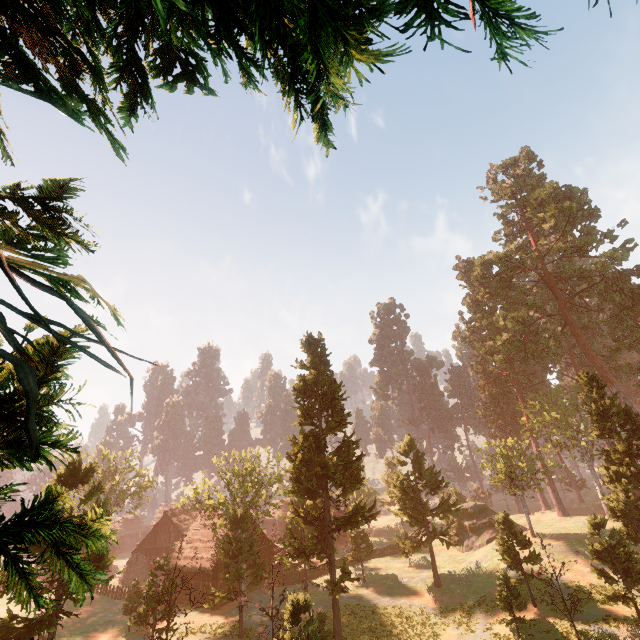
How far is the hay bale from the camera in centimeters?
4098cm

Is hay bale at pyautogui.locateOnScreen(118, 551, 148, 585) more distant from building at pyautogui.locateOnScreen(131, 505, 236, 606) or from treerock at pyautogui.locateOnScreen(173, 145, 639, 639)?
treerock at pyautogui.locateOnScreen(173, 145, 639, 639)

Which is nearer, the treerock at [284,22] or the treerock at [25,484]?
the treerock at [284,22]

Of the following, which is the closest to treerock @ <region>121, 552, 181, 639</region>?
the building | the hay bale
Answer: the building

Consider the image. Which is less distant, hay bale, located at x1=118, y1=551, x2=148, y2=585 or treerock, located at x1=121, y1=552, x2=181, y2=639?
treerock, located at x1=121, y1=552, x2=181, y2=639

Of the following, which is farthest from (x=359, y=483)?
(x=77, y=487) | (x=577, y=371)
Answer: (x=577, y=371)

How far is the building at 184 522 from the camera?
32.4m
